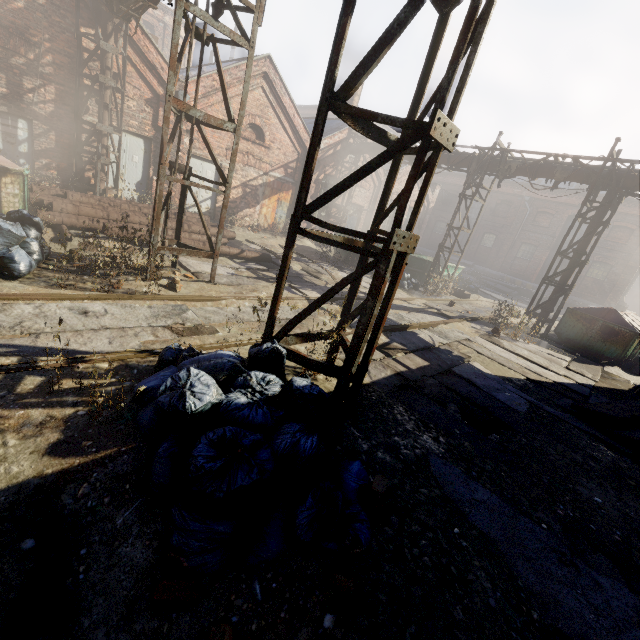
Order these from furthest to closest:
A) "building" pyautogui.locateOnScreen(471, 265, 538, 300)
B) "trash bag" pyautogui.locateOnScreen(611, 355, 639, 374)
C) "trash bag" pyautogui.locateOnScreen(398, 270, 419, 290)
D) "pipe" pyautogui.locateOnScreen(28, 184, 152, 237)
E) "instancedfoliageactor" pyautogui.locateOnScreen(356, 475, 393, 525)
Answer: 1. "building" pyautogui.locateOnScreen(471, 265, 538, 300)
2. "trash bag" pyautogui.locateOnScreen(398, 270, 419, 290)
3. "trash bag" pyautogui.locateOnScreen(611, 355, 639, 374)
4. "pipe" pyautogui.locateOnScreen(28, 184, 152, 237)
5. "instancedfoliageactor" pyautogui.locateOnScreen(356, 475, 393, 525)

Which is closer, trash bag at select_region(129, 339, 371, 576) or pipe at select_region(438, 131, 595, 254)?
trash bag at select_region(129, 339, 371, 576)

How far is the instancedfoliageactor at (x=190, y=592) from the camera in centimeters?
178cm

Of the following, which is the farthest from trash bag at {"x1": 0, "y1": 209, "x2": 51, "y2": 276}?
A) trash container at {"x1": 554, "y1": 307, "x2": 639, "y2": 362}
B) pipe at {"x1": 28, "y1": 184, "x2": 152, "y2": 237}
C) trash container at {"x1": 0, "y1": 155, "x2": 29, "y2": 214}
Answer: trash container at {"x1": 554, "y1": 307, "x2": 639, "y2": 362}

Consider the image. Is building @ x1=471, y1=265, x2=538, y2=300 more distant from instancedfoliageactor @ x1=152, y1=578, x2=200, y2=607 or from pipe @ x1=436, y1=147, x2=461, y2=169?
instancedfoliageactor @ x1=152, y1=578, x2=200, y2=607

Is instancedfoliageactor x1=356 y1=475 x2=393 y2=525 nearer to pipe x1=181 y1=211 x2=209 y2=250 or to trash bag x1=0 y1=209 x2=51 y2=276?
trash bag x1=0 y1=209 x2=51 y2=276

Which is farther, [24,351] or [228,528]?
[24,351]

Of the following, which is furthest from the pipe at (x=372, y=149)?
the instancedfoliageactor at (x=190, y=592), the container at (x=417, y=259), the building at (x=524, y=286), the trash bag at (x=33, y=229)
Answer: the building at (x=524, y=286)
